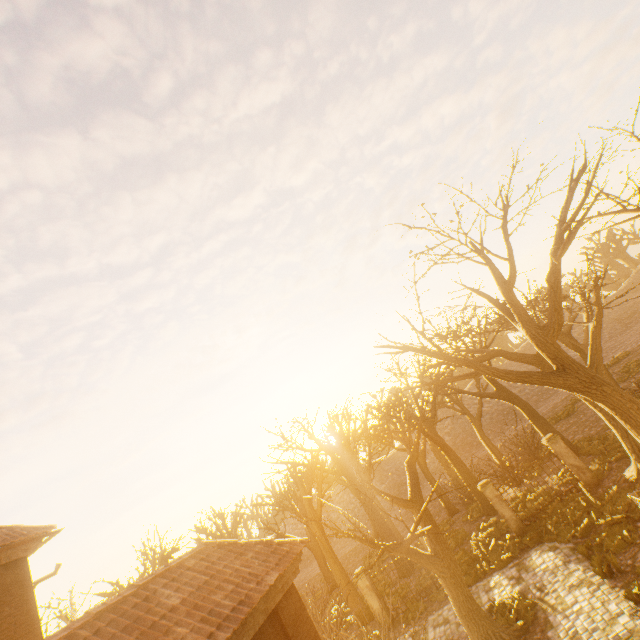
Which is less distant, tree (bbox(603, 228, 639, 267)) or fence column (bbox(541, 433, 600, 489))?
fence column (bbox(541, 433, 600, 489))

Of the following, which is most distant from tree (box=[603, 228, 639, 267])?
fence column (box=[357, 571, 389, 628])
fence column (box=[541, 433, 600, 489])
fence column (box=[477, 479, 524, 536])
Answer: fence column (box=[477, 479, 524, 536])

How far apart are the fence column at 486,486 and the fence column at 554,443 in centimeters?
330cm

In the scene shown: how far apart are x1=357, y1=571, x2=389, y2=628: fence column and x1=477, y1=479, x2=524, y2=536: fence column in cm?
725

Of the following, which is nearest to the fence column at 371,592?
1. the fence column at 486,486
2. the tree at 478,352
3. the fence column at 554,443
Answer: the tree at 478,352

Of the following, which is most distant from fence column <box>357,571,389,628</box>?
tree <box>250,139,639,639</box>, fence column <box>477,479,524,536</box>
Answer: fence column <box>477,479,524,536</box>

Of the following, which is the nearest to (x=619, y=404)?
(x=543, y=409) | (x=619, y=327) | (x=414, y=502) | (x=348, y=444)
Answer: (x=414, y=502)

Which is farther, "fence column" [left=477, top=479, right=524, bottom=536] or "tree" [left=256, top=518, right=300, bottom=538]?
"tree" [left=256, top=518, right=300, bottom=538]
